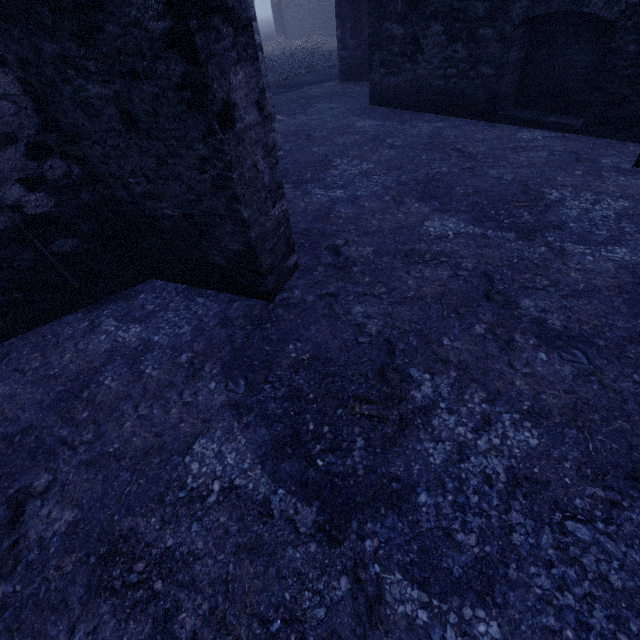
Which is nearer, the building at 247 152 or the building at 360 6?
the building at 247 152

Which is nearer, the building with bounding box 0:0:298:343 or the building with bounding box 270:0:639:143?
the building with bounding box 0:0:298:343

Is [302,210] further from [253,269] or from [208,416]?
[208,416]
